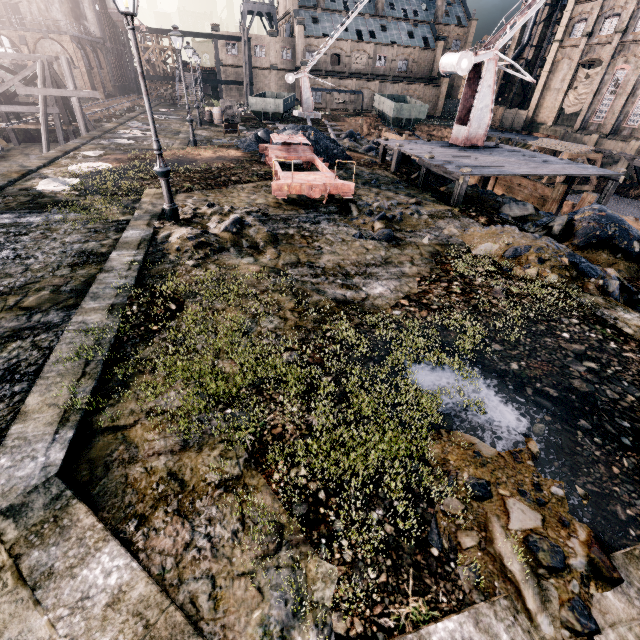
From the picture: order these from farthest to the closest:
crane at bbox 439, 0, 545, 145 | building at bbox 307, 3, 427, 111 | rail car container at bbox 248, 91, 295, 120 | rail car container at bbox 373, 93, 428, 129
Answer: building at bbox 307, 3, 427, 111, rail car container at bbox 373, 93, 428, 129, rail car container at bbox 248, 91, 295, 120, crane at bbox 439, 0, 545, 145

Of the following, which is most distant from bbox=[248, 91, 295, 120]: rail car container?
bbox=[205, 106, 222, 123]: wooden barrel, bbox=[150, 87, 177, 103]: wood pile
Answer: bbox=[150, 87, 177, 103]: wood pile

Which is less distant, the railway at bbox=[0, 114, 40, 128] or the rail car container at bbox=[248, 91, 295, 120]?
the railway at bbox=[0, 114, 40, 128]

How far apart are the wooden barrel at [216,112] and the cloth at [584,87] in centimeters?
4795cm

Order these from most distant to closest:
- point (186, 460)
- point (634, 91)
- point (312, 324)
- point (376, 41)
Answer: point (376, 41) → point (634, 91) → point (312, 324) → point (186, 460)

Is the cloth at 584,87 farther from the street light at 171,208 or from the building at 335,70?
the street light at 171,208

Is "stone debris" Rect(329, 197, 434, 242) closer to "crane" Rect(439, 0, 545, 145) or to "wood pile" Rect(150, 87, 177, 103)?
"crane" Rect(439, 0, 545, 145)

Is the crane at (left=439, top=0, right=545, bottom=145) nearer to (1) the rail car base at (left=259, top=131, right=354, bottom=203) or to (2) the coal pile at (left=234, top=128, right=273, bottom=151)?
(2) the coal pile at (left=234, top=128, right=273, bottom=151)
